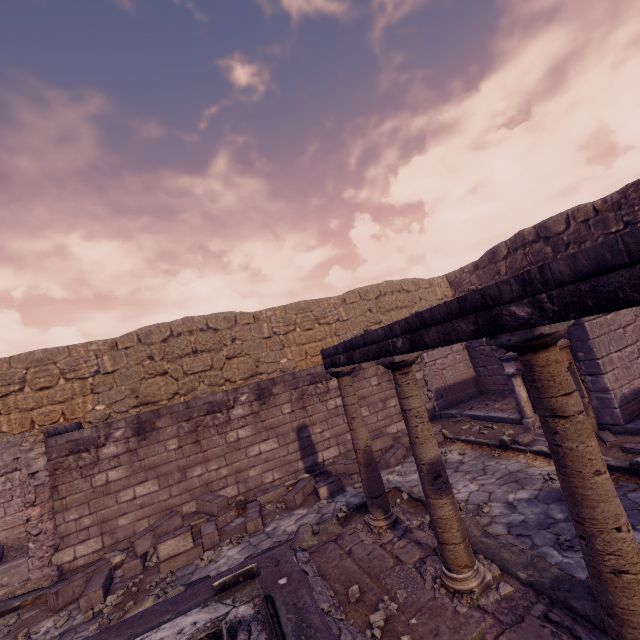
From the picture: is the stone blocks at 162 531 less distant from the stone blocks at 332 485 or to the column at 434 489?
the stone blocks at 332 485

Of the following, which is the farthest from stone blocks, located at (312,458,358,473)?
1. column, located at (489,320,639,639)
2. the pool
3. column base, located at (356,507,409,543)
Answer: column, located at (489,320,639,639)

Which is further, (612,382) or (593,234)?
(593,234)

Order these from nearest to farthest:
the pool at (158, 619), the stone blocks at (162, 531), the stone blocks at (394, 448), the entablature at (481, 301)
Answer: the entablature at (481, 301) → the pool at (158, 619) → the stone blocks at (162, 531) → the stone blocks at (394, 448)

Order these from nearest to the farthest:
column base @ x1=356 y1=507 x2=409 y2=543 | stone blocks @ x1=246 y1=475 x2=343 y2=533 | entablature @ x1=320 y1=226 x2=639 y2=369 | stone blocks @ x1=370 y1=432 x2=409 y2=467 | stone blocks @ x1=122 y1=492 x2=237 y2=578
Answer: entablature @ x1=320 y1=226 x2=639 y2=369, column base @ x1=356 y1=507 x2=409 y2=543, stone blocks @ x1=122 y1=492 x2=237 y2=578, stone blocks @ x1=246 y1=475 x2=343 y2=533, stone blocks @ x1=370 y1=432 x2=409 y2=467

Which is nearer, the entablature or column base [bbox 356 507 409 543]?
the entablature

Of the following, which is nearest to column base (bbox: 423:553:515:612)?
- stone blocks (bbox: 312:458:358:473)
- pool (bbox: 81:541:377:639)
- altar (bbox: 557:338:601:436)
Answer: pool (bbox: 81:541:377:639)

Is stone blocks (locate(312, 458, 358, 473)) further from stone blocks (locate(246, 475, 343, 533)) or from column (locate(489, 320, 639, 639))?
column (locate(489, 320, 639, 639))
